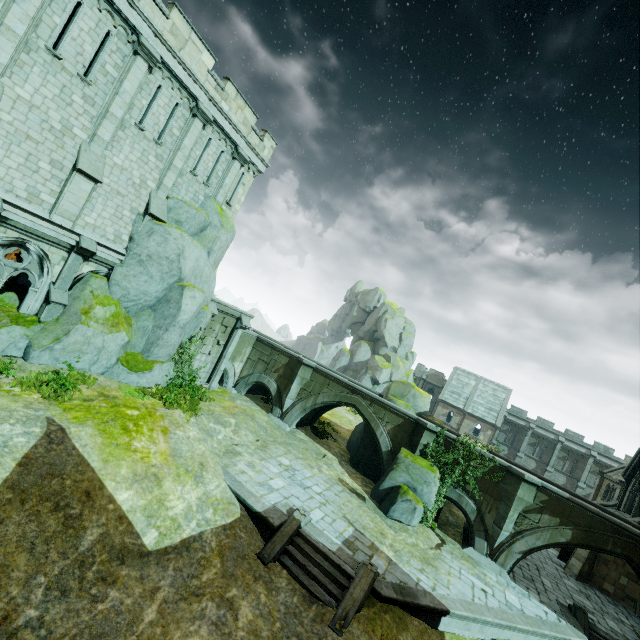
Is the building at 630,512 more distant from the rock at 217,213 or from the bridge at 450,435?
the rock at 217,213

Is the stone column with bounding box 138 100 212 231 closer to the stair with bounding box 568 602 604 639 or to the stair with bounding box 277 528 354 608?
the stair with bounding box 277 528 354 608

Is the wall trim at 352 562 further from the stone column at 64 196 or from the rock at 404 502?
the stone column at 64 196

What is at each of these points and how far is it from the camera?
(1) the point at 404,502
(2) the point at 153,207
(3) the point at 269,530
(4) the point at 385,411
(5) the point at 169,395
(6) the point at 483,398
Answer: (1) rock, 16.36m
(2) stone column, 15.48m
(3) wall trim, 11.69m
(4) bridge, 20.47m
(5) plant, 14.95m
(6) building, 48.16m

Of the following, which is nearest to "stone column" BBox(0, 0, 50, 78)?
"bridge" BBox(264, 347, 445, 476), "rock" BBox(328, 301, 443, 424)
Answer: "bridge" BBox(264, 347, 445, 476)

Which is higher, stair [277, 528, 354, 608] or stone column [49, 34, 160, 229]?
stone column [49, 34, 160, 229]

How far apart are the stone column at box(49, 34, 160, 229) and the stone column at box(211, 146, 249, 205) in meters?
5.1

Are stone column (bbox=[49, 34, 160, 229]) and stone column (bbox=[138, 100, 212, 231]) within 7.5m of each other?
yes
